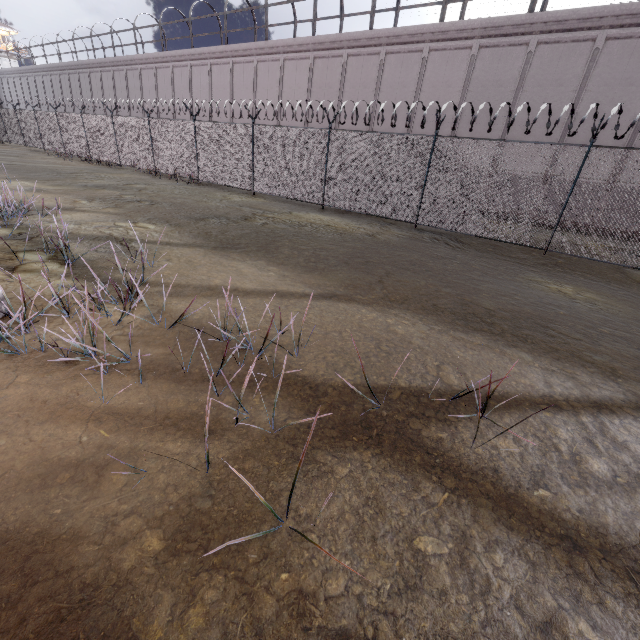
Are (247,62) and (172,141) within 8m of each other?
no
